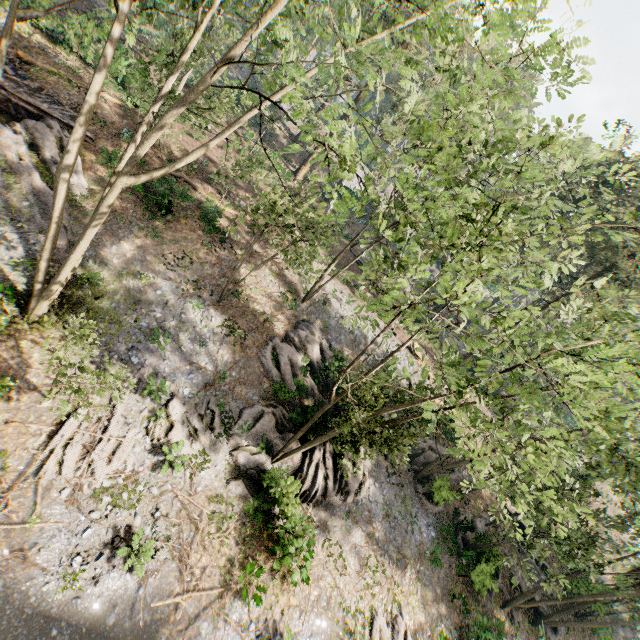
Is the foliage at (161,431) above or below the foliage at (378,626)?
above

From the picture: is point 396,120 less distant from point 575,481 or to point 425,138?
point 425,138

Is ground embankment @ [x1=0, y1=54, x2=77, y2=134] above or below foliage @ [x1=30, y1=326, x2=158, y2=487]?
above

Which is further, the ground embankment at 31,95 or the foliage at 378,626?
the ground embankment at 31,95

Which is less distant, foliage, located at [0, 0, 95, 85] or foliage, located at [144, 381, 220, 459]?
foliage, located at [0, 0, 95, 85]

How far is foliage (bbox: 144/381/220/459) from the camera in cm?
1551

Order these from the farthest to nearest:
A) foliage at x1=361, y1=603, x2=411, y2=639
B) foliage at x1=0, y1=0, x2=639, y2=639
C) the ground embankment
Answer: the ground embankment → foliage at x1=361, y1=603, x2=411, y2=639 → foliage at x1=0, y1=0, x2=639, y2=639
